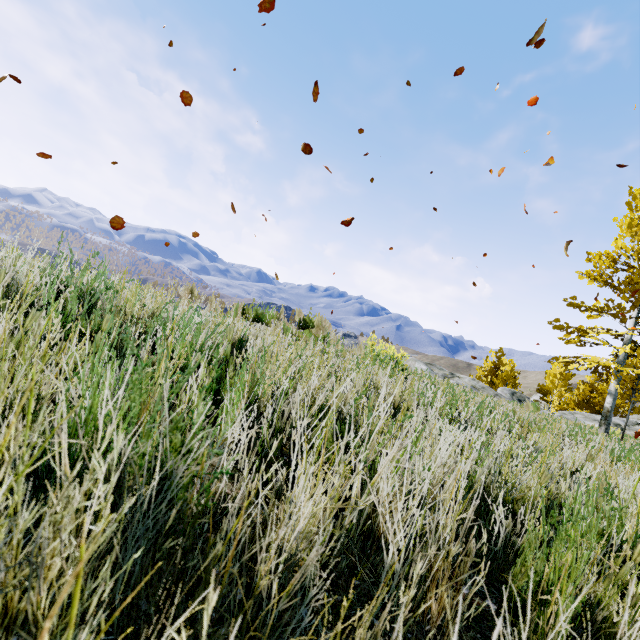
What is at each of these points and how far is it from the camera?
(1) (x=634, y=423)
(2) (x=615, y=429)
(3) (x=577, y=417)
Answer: (1) rock, 22.38m
(2) rock, 19.97m
(3) rock, 21.36m

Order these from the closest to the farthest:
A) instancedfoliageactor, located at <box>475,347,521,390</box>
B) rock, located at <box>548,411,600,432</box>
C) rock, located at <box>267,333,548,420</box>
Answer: rock, located at <box>267,333,548,420</box> → rock, located at <box>548,411,600,432</box> → instancedfoliageactor, located at <box>475,347,521,390</box>

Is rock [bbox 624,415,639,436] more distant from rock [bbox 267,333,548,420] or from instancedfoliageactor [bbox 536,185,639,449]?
rock [bbox 267,333,548,420]

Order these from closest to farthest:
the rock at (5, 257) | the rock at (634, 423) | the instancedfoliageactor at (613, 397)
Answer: the rock at (5, 257)
the instancedfoliageactor at (613, 397)
the rock at (634, 423)

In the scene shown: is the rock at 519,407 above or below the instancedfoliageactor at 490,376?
below

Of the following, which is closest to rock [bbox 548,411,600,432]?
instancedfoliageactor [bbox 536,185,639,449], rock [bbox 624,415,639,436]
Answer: instancedfoliageactor [bbox 536,185,639,449]
